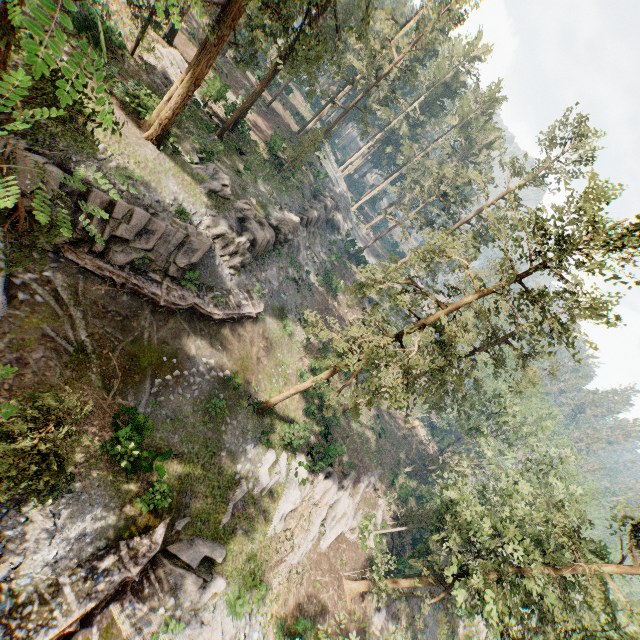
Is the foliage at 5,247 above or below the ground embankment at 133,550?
above

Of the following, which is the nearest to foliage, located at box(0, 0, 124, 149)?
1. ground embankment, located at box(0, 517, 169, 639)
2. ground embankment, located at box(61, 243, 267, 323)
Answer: ground embankment, located at box(0, 517, 169, 639)

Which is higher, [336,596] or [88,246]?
[88,246]

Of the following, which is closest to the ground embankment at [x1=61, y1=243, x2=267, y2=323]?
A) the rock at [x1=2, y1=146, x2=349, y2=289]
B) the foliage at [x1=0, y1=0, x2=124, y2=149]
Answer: the rock at [x1=2, y1=146, x2=349, y2=289]

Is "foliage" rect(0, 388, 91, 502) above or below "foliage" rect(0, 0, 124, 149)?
below

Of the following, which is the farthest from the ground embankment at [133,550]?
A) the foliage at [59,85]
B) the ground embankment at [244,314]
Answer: the ground embankment at [244,314]

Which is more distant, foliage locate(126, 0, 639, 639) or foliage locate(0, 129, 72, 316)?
foliage locate(126, 0, 639, 639)
